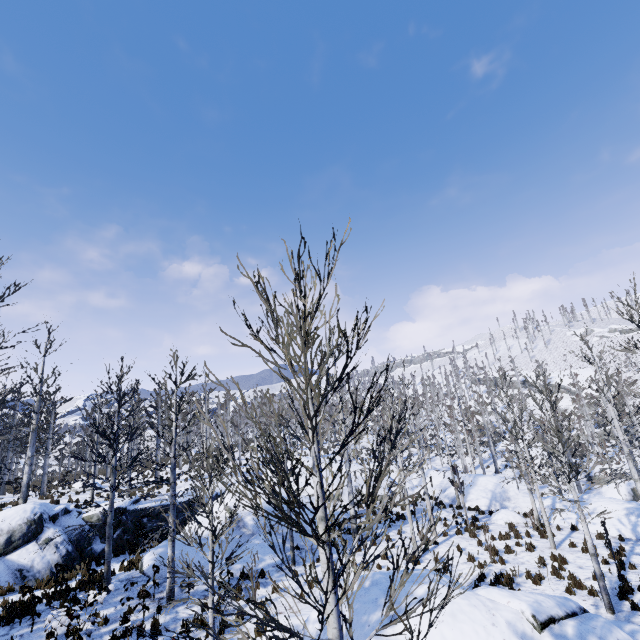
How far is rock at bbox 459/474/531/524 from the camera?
18.92m

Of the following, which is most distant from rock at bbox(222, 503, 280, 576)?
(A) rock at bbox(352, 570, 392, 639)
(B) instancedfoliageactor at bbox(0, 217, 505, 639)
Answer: (A) rock at bbox(352, 570, 392, 639)

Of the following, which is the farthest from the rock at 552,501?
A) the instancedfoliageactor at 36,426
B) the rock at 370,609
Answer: the rock at 370,609

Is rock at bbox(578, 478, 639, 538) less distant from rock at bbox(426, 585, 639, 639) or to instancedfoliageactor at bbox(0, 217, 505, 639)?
instancedfoliageactor at bbox(0, 217, 505, 639)

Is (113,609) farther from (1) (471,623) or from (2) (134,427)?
(1) (471,623)
